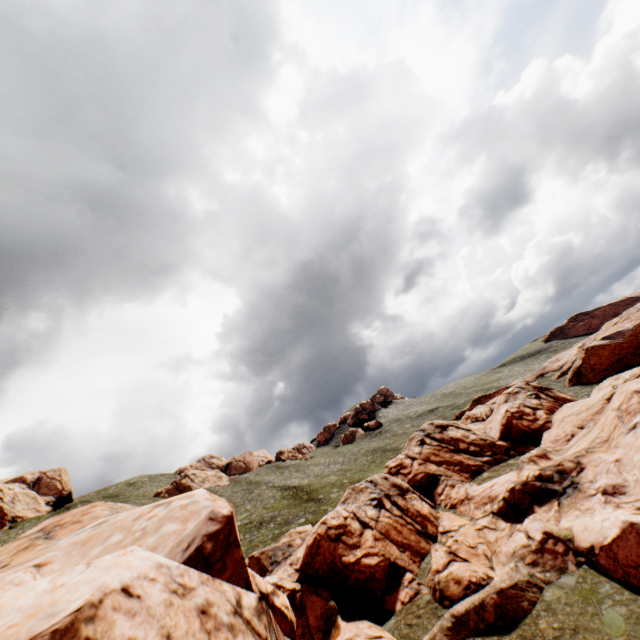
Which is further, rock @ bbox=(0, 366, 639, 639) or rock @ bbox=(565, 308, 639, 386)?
rock @ bbox=(565, 308, 639, 386)

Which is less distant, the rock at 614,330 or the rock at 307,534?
the rock at 307,534

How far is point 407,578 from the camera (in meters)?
25.41
